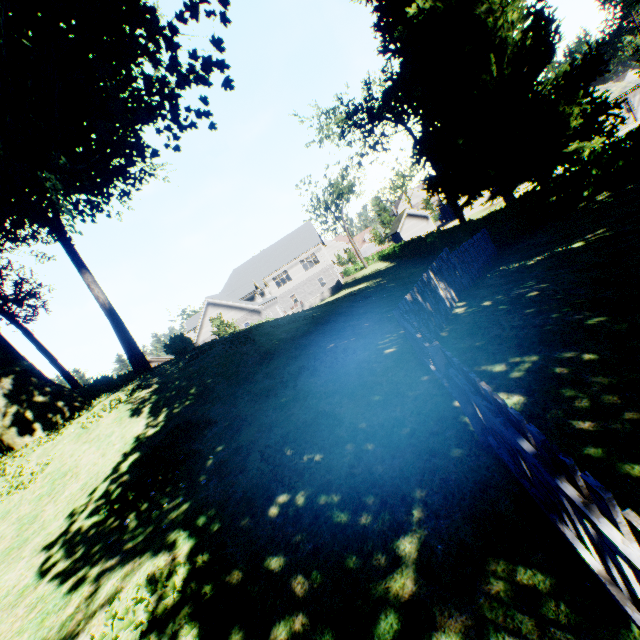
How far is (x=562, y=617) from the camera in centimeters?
195cm

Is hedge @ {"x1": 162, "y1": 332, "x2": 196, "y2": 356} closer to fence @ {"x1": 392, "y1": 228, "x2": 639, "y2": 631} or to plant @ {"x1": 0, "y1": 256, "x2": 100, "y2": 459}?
plant @ {"x1": 0, "y1": 256, "x2": 100, "y2": 459}

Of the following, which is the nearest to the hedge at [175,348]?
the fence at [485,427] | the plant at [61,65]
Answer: the plant at [61,65]

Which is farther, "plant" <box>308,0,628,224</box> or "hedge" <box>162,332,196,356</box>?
"plant" <box>308,0,628,224</box>

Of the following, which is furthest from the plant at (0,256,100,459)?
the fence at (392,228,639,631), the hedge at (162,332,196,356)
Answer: the hedge at (162,332,196,356)

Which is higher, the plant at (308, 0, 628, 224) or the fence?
the plant at (308, 0, 628, 224)

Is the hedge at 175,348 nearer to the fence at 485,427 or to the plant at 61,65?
the plant at 61,65
